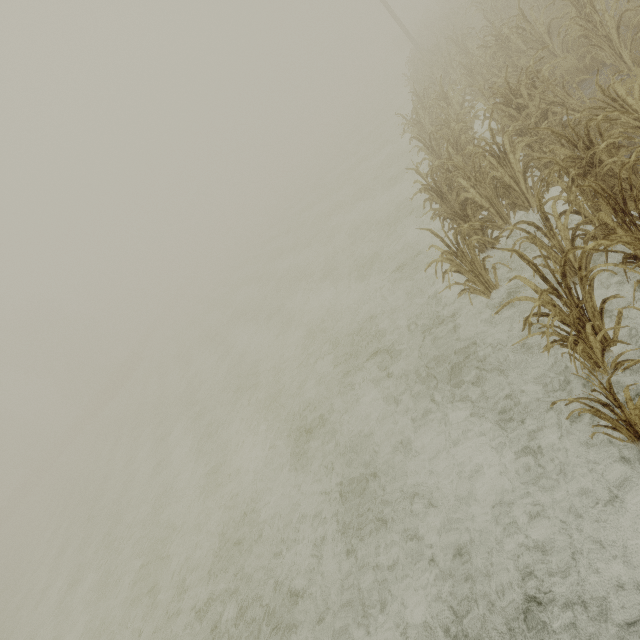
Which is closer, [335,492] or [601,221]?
[601,221]
